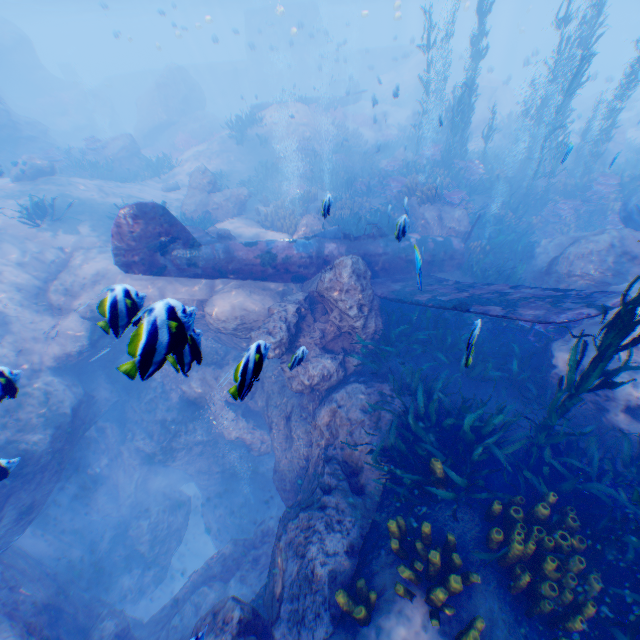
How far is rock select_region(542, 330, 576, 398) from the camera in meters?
7.0

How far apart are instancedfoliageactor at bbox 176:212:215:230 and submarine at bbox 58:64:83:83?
46.6 meters

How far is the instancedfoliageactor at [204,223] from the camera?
14.29m

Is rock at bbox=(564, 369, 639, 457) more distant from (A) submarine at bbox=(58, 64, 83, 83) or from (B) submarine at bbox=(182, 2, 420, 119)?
(A) submarine at bbox=(58, 64, 83, 83)

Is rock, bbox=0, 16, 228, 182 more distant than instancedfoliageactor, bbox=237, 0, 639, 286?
Yes

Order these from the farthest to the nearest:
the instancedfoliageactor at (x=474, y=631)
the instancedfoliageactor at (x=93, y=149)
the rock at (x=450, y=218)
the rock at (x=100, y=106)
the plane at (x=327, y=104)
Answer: the plane at (x=327, y=104)
the rock at (x=100, y=106)
the instancedfoliageactor at (x=93, y=149)
the rock at (x=450, y=218)
the instancedfoliageactor at (x=474, y=631)

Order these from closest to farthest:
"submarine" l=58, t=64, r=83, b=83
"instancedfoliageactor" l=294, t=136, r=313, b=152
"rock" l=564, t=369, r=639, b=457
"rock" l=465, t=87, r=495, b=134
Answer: "rock" l=564, t=369, r=639, b=457
"instancedfoliageactor" l=294, t=136, r=313, b=152
"rock" l=465, t=87, r=495, b=134
"submarine" l=58, t=64, r=83, b=83

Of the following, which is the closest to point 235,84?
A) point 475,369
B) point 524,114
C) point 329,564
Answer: point 524,114
